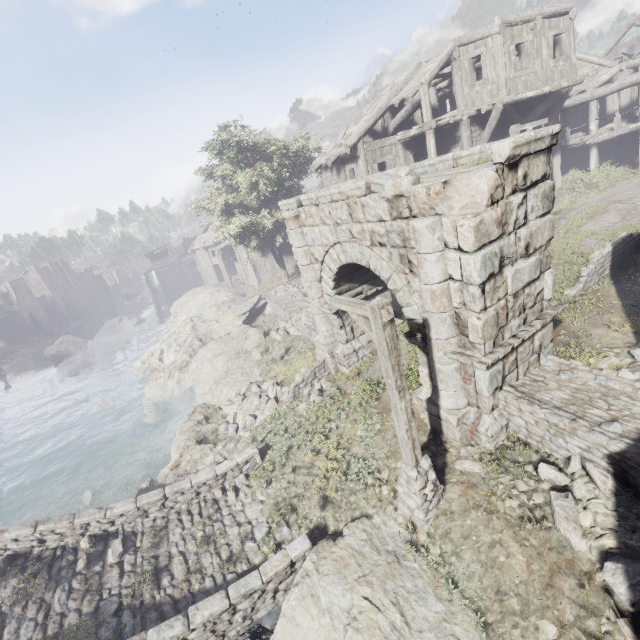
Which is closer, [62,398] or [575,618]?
[575,618]

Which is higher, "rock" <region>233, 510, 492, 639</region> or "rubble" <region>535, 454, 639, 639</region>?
"rubble" <region>535, 454, 639, 639</region>

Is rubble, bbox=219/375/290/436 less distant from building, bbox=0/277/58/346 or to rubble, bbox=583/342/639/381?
rubble, bbox=583/342/639/381

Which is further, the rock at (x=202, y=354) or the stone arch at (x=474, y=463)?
the rock at (x=202, y=354)

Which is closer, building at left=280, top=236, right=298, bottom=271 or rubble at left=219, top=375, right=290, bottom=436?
rubble at left=219, top=375, right=290, bottom=436

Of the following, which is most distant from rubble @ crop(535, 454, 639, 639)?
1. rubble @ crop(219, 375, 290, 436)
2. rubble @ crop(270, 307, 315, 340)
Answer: rubble @ crop(270, 307, 315, 340)

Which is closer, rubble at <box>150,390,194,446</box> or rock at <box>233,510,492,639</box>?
rock at <box>233,510,492,639</box>

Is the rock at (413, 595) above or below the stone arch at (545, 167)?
below
